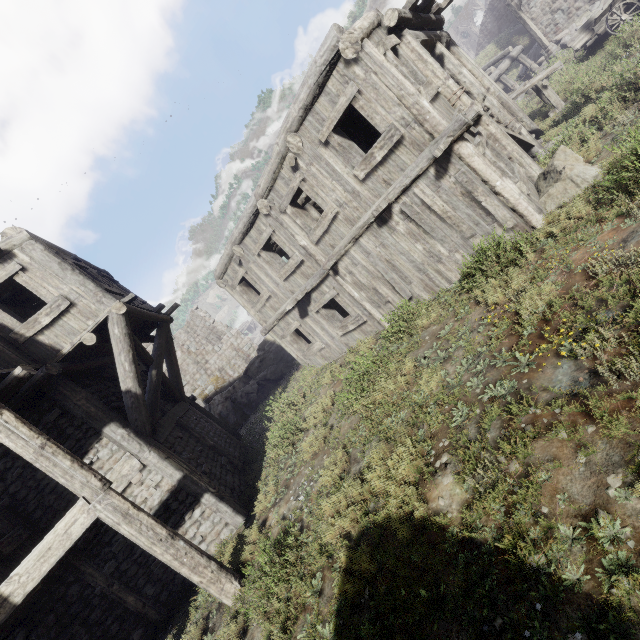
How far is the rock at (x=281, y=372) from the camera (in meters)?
17.83

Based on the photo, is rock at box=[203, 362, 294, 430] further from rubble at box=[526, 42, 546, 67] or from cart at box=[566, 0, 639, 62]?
rubble at box=[526, 42, 546, 67]

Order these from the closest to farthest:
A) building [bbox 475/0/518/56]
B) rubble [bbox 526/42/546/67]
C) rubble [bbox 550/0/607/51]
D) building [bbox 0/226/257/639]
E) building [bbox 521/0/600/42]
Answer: building [bbox 0/226/257/639] → rubble [bbox 550/0/607/51] → building [bbox 521/0/600/42] → rubble [bbox 526/42/546/67] → building [bbox 475/0/518/56]

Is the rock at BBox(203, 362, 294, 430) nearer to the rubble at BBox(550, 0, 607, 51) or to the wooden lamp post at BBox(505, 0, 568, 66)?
the wooden lamp post at BBox(505, 0, 568, 66)

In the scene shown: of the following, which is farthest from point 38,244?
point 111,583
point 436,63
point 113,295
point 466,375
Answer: point 436,63

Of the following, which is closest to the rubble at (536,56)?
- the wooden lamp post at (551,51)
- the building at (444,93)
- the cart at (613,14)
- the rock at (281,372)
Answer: the building at (444,93)

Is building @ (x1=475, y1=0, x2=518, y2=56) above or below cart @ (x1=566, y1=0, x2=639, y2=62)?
above

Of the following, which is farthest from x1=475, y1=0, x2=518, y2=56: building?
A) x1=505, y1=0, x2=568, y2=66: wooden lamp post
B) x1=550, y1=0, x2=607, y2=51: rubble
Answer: Result: x1=505, y1=0, x2=568, y2=66: wooden lamp post
